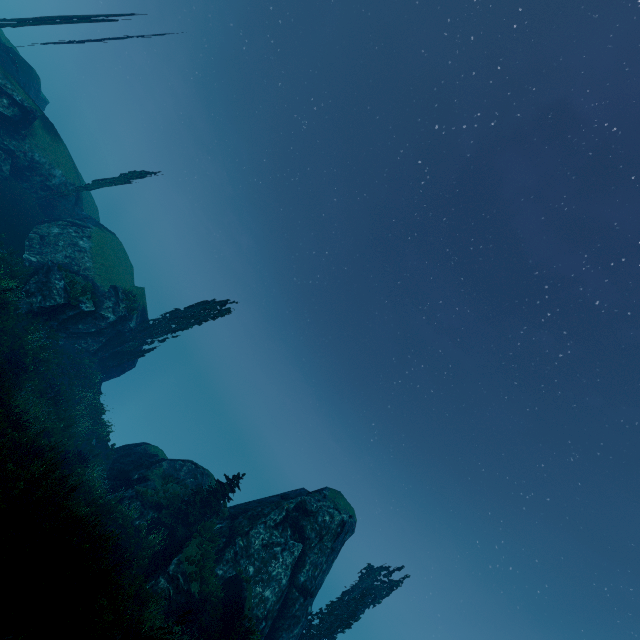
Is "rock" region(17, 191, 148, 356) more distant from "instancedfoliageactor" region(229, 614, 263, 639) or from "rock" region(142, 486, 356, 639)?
"rock" region(142, 486, 356, 639)

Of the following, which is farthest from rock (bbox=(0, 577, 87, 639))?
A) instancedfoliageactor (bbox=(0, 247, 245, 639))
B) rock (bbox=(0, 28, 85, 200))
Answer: rock (bbox=(0, 28, 85, 200))

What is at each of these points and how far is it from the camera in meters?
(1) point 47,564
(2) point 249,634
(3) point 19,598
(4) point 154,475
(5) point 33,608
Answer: (1) rock, 6.9 m
(2) instancedfoliageactor, 16.2 m
(3) rock, 6.2 m
(4) rock, 25.5 m
(5) instancedfoliageactor, 6.2 m

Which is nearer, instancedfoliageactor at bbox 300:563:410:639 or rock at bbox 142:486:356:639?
rock at bbox 142:486:356:639

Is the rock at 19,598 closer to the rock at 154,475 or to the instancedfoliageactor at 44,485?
the instancedfoliageactor at 44,485

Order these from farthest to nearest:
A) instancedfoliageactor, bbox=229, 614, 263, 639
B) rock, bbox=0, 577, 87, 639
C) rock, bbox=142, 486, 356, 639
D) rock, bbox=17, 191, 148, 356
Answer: rock, bbox=17, 191, 148, 356
rock, bbox=142, 486, 356, 639
instancedfoliageactor, bbox=229, 614, 263, 639
rock, bbox=0, 577, 87, 639

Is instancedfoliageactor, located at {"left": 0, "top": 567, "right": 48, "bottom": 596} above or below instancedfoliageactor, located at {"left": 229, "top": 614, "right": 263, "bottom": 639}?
below
